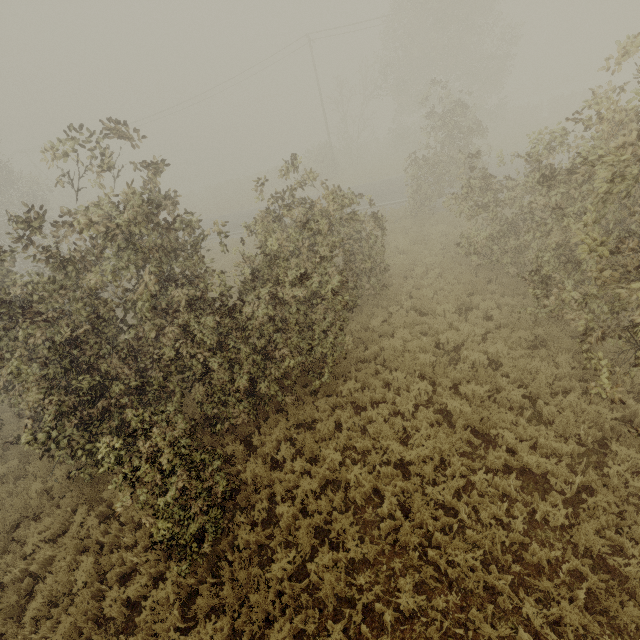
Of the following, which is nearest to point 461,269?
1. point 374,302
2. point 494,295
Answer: point 494,295

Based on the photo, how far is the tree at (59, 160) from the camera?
6.78m

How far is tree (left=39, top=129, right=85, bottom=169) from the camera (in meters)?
6.78
